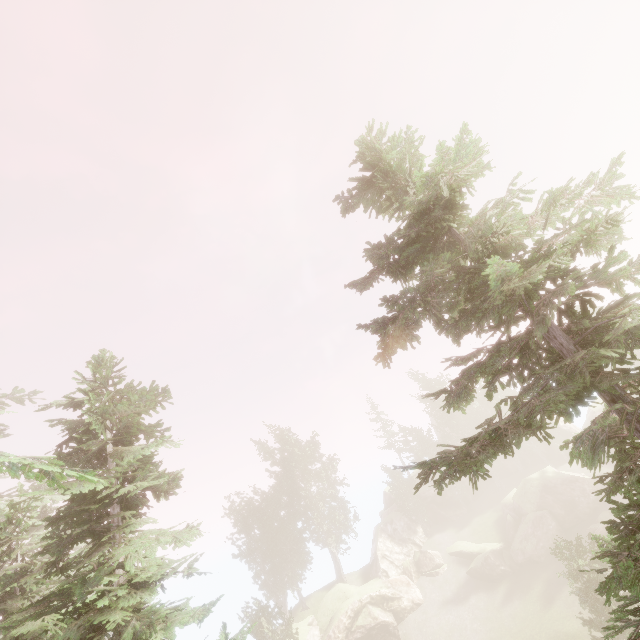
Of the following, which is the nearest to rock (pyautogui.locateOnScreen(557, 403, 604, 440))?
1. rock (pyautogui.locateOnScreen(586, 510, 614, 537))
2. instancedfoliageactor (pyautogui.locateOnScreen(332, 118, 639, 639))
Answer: instancedfoliageactor (pyautogui.locateOnScreen(332, 118, 639, 639))

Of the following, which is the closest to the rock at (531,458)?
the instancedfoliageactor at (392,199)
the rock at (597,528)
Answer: the instancedfoliageactor at (392,199)

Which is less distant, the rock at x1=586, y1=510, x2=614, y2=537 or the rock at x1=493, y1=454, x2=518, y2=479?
the rock at x1=586, y1=510, x2=614, y2=537

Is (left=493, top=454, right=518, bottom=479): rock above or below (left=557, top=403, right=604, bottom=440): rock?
below

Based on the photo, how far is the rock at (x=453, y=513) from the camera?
44.2m

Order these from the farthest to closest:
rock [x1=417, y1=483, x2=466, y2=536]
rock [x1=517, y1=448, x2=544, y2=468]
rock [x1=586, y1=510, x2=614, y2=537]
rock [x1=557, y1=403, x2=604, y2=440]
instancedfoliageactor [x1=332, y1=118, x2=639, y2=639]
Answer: rock [x1=517, y1=448, x2=544, y2=468], rock [x1=557, y1=403, x2=604, y2=440], rock [x1=417, y1=483, x2=466, y2=536], rock [x1=586, y1=510, x2=614, y2=537], instancedfoliageactor [x1=332, y1=118, x2=639, y2=639]

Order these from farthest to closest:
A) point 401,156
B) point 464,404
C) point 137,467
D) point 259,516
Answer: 1. point 464,404
2. point 259,516
3. point 137,467
4. point 401,156
